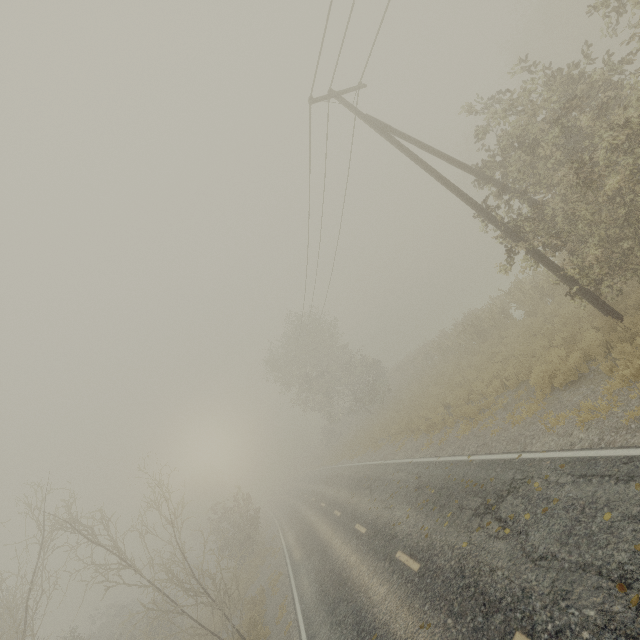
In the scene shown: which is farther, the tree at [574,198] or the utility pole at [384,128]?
the utility pole at [384,128]

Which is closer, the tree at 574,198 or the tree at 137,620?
the tree at 574,198

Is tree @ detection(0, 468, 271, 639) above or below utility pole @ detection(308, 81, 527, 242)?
below

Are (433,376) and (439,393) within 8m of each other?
yes

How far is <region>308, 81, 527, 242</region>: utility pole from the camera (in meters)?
10.09

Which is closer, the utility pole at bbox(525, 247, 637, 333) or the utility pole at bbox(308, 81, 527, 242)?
the utility pole at bbox(525, 247, 637, 333)

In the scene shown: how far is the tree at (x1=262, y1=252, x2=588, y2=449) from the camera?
16.6 meters

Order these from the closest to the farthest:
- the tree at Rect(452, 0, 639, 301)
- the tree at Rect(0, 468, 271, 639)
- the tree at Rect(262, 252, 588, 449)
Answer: the tree at Rect(452, 0, 639, 301), the tree at Rect(0, 468, 271, 639), the tree at Rect(262, 252, 588, 449)
